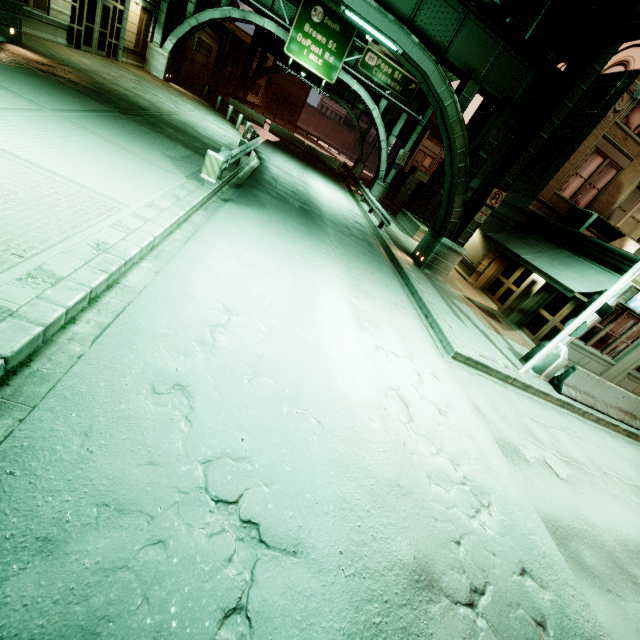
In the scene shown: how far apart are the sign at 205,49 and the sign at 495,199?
32.5 meters

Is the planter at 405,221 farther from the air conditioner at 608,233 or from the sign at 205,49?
the sign at 205,49

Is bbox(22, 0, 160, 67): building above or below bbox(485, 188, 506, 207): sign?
below

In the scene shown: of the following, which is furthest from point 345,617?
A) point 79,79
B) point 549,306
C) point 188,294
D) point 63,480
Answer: point 79,79

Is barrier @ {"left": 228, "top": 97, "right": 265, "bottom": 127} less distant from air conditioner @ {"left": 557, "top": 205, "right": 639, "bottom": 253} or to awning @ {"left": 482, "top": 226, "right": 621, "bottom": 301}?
awning @ {"left": 482, "top": 226, "right": 621, "bottom": 301}

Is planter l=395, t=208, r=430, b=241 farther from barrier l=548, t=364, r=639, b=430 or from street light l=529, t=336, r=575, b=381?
barrier l=548, t=364, r=639, b=430

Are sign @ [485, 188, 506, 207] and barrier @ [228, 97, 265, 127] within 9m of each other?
no

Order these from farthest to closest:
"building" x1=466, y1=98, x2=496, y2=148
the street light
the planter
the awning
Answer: "building" x1=466, y1=98, x2=496, y2=148, the planter, the awning, the street light
